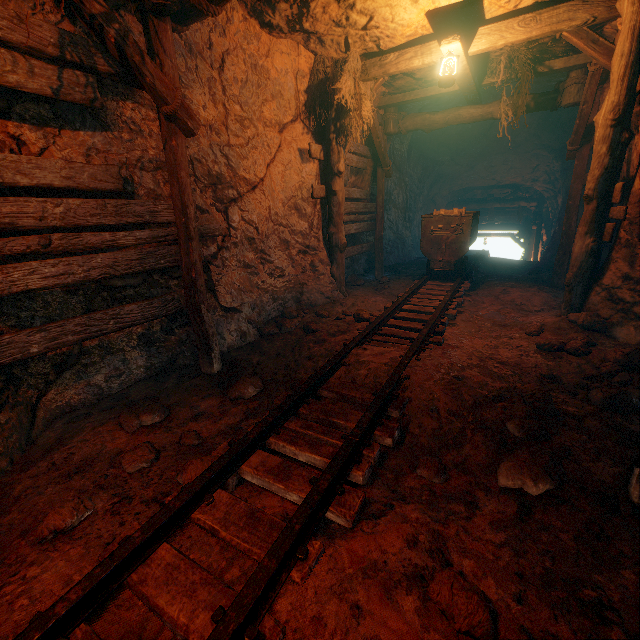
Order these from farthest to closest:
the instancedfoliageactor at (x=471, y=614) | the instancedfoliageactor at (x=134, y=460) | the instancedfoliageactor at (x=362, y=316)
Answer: the instancedfoliageactor at (x=362, y=316) < the instancedfoliageactor at (x=134, y=460) < the instancedfoliageactor at (x=471, y=614)

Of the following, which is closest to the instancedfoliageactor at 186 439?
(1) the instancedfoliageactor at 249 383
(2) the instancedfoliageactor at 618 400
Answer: (1) the instancedfoliageactor at 249 383

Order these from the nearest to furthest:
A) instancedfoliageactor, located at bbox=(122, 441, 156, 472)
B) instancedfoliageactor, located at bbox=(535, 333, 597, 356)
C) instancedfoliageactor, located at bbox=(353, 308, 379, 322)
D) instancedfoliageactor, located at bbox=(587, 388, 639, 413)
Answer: instancedfoliageactor, located at bbox=(122, 441, 156, 472) < instancedfoliageactor, located at bbox=(587, 388, 639, 413) < instancedfoliageactor, located at bbox=(535, 333, 597, 356) < instancedfoliageactor, located at bbox=(353, 308, 379, 322)

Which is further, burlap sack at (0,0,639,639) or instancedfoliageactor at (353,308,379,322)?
instancedfoliageactor at (353,308,379,322)

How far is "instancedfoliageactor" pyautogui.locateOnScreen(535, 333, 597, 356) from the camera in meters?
3.8 m

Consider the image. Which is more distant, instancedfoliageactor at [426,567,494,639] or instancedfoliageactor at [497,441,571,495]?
instancedfoliageactor at [497,441,571,495]

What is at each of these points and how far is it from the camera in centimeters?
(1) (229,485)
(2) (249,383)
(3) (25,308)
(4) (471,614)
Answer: (1) instancedfoliageactor, 224cm
(2) instancedfoliageactor, 354cm
(3) burlap sack, 289cm
(4) instancedfoliageactor, 138cm

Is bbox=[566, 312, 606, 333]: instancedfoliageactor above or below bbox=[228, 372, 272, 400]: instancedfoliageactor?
above
